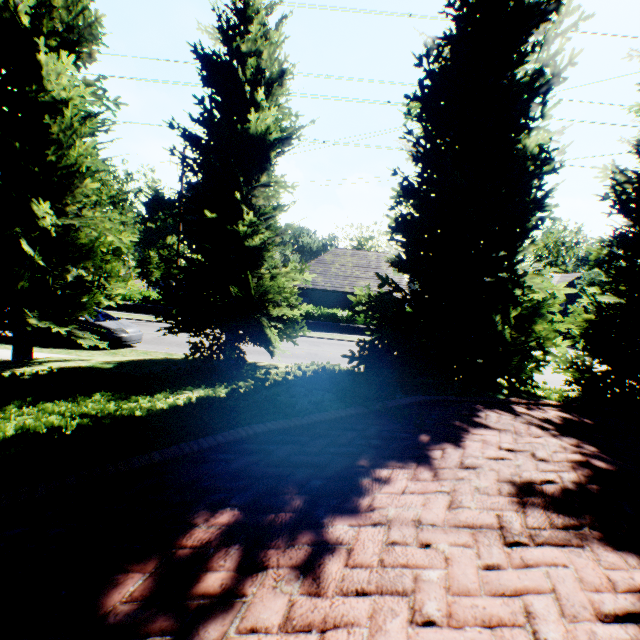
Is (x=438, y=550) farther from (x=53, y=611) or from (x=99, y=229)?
(x=99, y=229)

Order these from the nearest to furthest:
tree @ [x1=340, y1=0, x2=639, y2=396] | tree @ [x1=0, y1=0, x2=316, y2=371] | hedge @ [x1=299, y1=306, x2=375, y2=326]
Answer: tree @ [x1=340, y1=0, x2=639, y2=396] → tree @ [x1=0, y1=0, x2=316, y2=371] → hedge @ [x1=299, y1=306, x2=375, y2=326]

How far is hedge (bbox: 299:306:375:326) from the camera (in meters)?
26.00

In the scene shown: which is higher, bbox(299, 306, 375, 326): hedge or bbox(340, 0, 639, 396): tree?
bbox(340, 0, 639, 396): tree

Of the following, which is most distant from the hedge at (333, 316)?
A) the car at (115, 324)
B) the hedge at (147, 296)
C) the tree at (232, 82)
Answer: the tree at (232, 82)

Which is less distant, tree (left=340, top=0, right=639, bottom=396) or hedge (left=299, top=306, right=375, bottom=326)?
tree (left=340, top=0, right=639, bottom=396)

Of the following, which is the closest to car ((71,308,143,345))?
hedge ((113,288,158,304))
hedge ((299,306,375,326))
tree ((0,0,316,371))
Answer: tree ((0,0,316,371))

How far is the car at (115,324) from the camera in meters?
12.9
